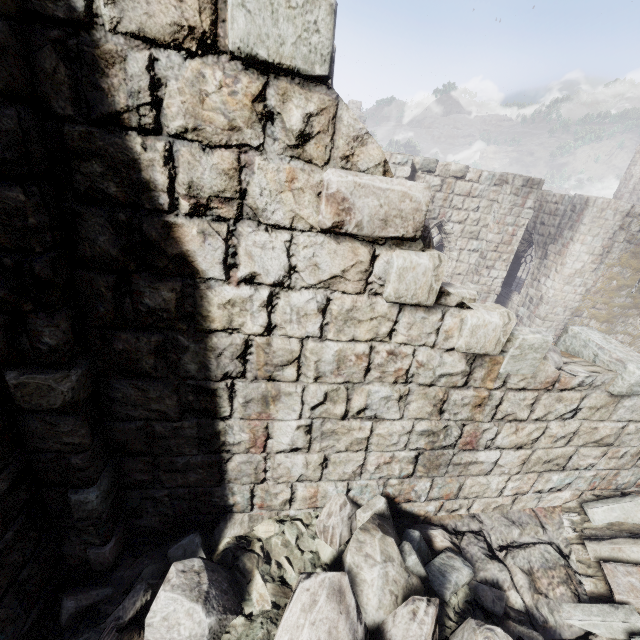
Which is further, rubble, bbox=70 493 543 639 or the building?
rubble, bbox=70 493 543 639

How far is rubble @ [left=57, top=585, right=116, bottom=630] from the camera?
2.6m

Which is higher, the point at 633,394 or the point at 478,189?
the point at 478,189

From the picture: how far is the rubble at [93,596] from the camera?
2.6m

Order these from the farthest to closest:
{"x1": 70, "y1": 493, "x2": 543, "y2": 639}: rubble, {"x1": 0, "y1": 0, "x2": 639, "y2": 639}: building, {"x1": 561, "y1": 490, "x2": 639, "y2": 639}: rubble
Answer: {"x1": 561, "y1": 490, "x2": 639, "y2": 639}: rubble, {"x1": 70, "y1": 493, "x2": 543, "y2": 639}: rubble, {"x1": 0, "y1": 0, "x2": 639, "y2": 639}: building

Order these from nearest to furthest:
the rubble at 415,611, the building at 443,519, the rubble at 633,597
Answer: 1. the building at 443,519
2. the rubble at 415,611
3. the rubble at 633,597

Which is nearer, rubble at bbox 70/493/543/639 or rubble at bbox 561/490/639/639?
rubble at bbox 70/493/543/639
